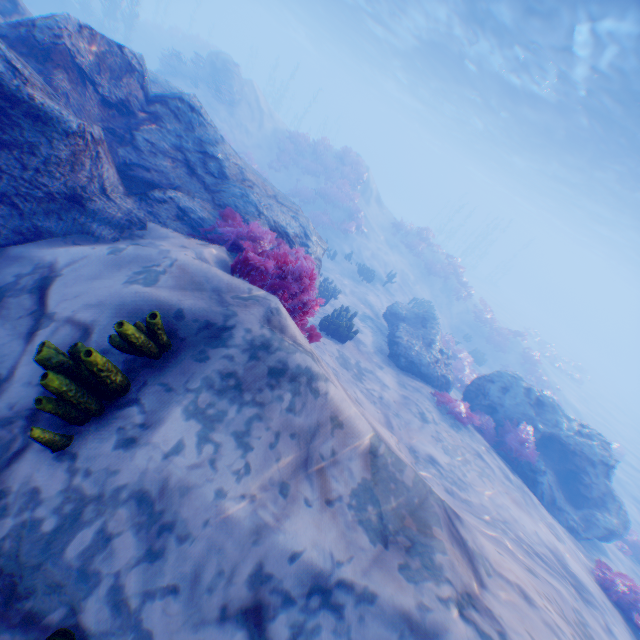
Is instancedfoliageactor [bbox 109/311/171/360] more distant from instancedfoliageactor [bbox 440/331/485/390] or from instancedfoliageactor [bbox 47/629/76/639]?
instancedfoliageactor [bbox 440/331/485/390]

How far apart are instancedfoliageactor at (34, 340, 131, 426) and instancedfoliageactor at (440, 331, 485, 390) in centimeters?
1555cm

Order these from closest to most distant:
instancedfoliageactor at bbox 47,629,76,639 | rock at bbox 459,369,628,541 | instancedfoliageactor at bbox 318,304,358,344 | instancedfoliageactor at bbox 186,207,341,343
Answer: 1. instancedfoliageactor at bbox 47,629,76,639
2. instancedfoliageactor at bbox 186,207,341,343
3. rock at bbox 459,369,628,541
4. instancedfoliageactor at bbox 318,304,358,344

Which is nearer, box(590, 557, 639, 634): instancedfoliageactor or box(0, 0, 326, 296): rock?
box(0, 0, 326, 296): rock

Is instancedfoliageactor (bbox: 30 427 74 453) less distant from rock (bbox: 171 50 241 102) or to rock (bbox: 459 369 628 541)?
rock (bbox: 171 50 241 102)

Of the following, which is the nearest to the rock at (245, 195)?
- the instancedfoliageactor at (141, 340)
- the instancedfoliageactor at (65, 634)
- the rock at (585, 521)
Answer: the instancedfoliageactor at (141, 340)

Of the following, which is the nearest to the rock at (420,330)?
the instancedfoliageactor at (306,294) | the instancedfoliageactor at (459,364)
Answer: the instancedfoliageactor at (306,294)

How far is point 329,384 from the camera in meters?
3.4
